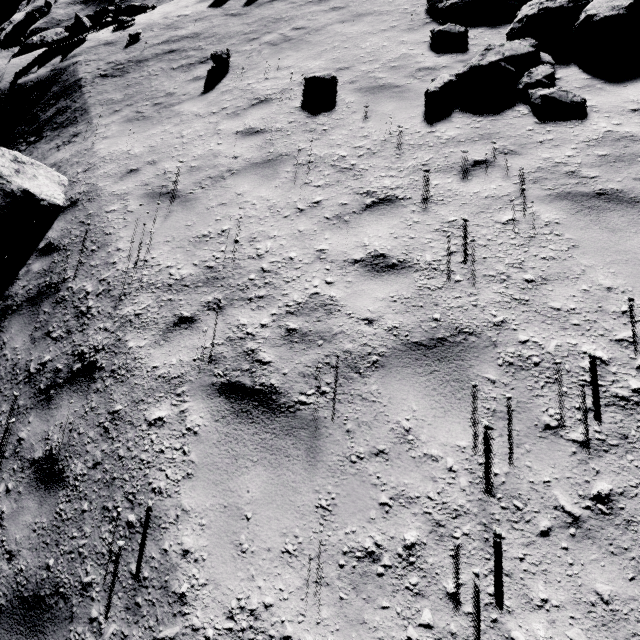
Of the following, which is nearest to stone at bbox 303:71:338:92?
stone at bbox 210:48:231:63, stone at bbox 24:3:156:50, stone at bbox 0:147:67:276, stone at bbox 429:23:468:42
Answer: stone at bbox 429:23:468:42

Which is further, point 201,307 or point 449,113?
point 449,113

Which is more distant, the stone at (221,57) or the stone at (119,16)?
the stone at (119,16)

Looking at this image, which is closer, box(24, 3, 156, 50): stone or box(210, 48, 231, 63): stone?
box(210, 48, 231, 63): stone

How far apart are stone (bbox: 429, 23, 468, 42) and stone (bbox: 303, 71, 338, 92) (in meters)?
2.17

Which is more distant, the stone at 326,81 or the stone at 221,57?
the stone at 221,57

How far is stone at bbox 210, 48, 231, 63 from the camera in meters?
7.8

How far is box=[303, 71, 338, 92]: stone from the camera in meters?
5.8
